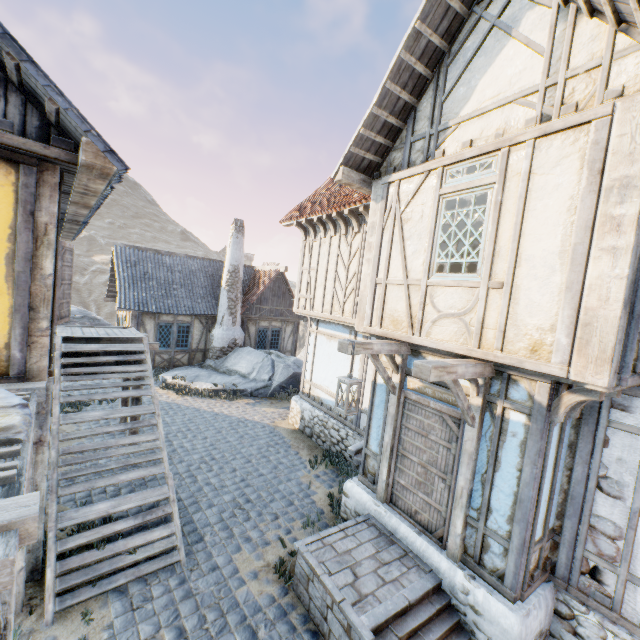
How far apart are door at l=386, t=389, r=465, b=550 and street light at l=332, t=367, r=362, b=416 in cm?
1

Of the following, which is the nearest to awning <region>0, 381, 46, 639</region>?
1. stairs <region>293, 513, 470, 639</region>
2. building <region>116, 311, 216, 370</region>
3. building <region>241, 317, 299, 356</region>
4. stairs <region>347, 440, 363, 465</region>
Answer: stairs <region>293, 513, 470, 639</region>

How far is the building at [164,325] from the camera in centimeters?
1530cm

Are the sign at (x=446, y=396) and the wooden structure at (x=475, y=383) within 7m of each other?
yes

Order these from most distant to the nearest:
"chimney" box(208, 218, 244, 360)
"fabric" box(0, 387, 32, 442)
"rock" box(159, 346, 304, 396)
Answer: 1. "chimney" box(208, 218, 244, 360)
2. "rock" box(159, 346, 304, 396)
3. "fabric" box(0, 387, 32, 442)

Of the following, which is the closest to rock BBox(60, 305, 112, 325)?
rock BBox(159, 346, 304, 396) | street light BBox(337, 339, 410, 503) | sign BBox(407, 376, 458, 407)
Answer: rock BBox(159, 346, 304, 396)

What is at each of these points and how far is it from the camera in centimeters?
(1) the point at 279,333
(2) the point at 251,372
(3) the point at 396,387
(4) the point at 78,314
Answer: (1) building, 1938cm
(2) rock, 1498cm
(3) street light, 570cm
(4) rock, 1617cm

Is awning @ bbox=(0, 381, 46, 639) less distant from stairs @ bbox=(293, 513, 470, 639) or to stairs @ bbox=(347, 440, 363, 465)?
stairs @ bbox=(293, 513, 470, 639)
